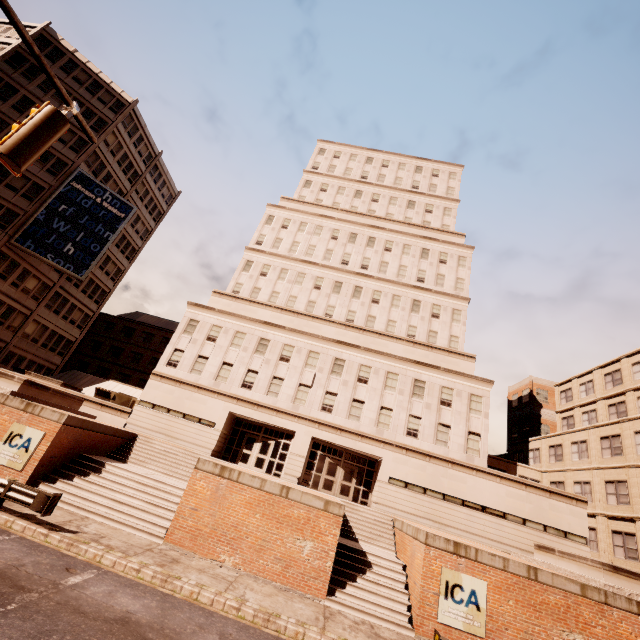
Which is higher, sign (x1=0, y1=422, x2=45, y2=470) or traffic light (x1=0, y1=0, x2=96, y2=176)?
traffic light (x1=0, y1=0, x2=96, y2=176)

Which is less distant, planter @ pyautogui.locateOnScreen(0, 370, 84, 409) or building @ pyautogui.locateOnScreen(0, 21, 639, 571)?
planter @ pyautogui.locateOnScreen(0, 370, 84, 409)

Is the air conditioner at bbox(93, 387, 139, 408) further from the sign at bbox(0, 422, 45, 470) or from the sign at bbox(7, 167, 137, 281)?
the sign at bbox(0, 422, 45, 470)

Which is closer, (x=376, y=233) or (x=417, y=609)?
(x=417, y=609)

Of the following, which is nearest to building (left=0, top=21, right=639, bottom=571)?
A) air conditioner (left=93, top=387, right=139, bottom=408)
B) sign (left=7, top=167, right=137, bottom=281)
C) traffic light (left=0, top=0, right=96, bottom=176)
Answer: air conditioner (left=93, top=387, right=139, bottom=408)

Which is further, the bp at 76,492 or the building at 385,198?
the building at 385,198

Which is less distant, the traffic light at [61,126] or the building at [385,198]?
the traffic light at [61,126]

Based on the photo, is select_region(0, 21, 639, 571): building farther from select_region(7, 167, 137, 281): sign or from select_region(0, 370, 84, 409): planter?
select_region(7, 167, 137, 281): sign
